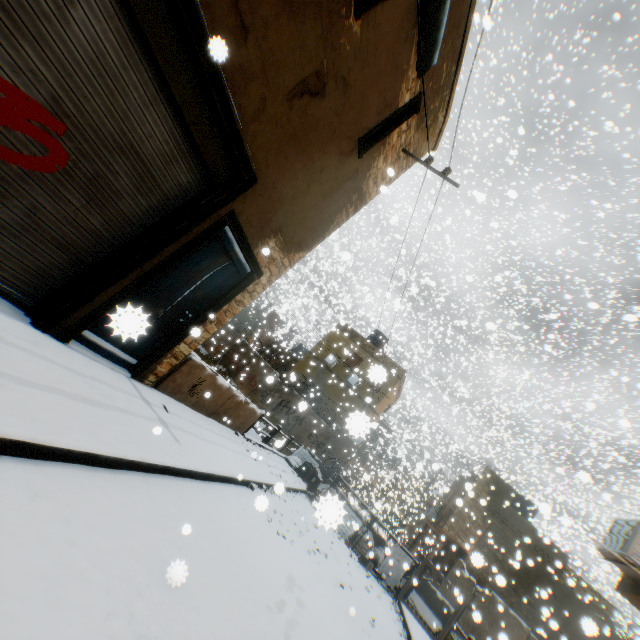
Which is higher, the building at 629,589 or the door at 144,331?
the building at 629,589

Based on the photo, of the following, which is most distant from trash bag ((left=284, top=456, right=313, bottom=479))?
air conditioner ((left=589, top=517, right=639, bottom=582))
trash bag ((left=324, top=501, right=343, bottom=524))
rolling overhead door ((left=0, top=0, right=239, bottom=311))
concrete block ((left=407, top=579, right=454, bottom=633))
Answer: trash bag ((left=324, top=501, right=343, bottom=524))

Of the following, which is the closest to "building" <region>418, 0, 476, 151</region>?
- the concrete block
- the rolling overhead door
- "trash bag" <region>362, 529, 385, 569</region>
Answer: the rolling overhead door

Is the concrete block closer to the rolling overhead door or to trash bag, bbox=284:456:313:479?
trash bag, bbox=284:456:313:479

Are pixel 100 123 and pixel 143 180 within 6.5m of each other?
yes

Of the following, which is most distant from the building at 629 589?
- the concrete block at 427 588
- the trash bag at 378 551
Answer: the trash bag at 378 551

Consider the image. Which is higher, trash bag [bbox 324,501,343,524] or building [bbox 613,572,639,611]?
building [bbox 613,572,639,611]

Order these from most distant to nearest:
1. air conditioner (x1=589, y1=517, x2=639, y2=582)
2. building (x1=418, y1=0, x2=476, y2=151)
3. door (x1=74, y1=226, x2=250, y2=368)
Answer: air conditioner (x1=589, y1=517, x2=639, y2=582)
building (x1=418, y1=0, x2=476, y2=151)
door (x1=74, y1=226, x2=250, y2=368)
